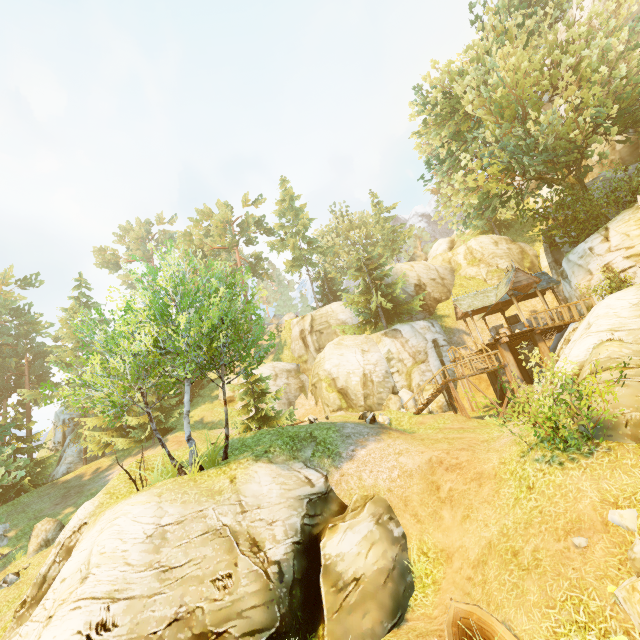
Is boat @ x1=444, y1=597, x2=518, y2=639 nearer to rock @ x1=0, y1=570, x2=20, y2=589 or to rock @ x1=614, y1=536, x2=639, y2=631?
rock @ x1=614, y1=536, x2=639, y2=631

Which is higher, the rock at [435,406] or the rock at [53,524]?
the rock at [435,406]

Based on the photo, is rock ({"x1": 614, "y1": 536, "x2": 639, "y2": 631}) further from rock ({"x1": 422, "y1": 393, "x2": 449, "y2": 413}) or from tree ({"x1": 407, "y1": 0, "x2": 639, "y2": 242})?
rock ({"x1": 422, "y1": 393, "x2": 449, "y2": 413})

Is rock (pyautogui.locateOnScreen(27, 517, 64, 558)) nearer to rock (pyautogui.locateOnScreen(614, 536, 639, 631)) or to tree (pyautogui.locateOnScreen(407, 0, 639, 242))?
tree (pyautogui.locateOnScreen(407, 0, 639, 242))

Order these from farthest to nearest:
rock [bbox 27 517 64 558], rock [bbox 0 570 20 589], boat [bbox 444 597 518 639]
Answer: rock [bbox 27 517 64 558] < rock [bbox 0 570 20 589] < boat [bbox 444 597 518 639]

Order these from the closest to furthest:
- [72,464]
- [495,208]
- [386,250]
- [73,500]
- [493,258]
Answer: [495,208] < [73,500] < [493,258] < [72,464] < [386,250]

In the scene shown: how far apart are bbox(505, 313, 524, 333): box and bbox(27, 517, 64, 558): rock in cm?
3247

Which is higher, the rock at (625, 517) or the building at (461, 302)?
the building at (461, 302)
